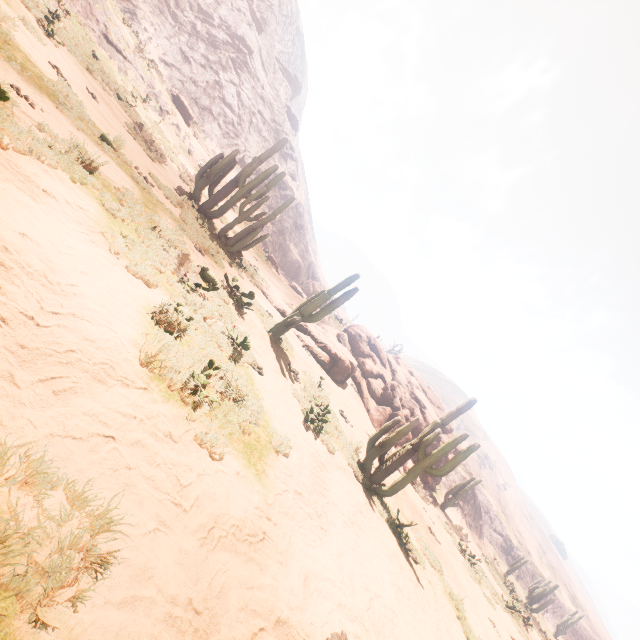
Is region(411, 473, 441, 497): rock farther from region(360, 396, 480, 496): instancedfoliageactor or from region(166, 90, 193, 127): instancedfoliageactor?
region(166, 90, 193, 127): instancedfoliageactor

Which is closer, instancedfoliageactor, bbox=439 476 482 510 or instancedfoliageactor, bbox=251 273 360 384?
instancedfoliageactor, bbox=251 273 360 384

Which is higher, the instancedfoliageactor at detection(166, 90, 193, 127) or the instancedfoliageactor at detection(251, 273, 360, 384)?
the instancedfoliageactor at detection(166, 90, 193, 127)

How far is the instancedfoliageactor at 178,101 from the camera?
26.3 meters

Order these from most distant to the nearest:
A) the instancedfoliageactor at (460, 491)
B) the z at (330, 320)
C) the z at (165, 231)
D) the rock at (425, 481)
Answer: the z at (330, 320)
the instancedfoliageactor at (460, 491)
the rock at (425, 481)
the z at (165, 231)

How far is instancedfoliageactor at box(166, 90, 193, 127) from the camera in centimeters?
2634cm

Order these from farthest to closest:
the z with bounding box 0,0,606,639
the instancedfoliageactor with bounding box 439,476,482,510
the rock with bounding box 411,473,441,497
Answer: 1. the instancedfoliageactor with bounding box 439,476,482,510
2. the rock with bounding box 411,473,441,497
3. the z with bounding box 0,0,606,639

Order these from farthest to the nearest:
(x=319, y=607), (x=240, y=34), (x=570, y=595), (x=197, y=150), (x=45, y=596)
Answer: (x=570, y=595) → (x=240, y=34) → (x=197, y=150) → (x=319, y=607) → (x=45, y=596)
